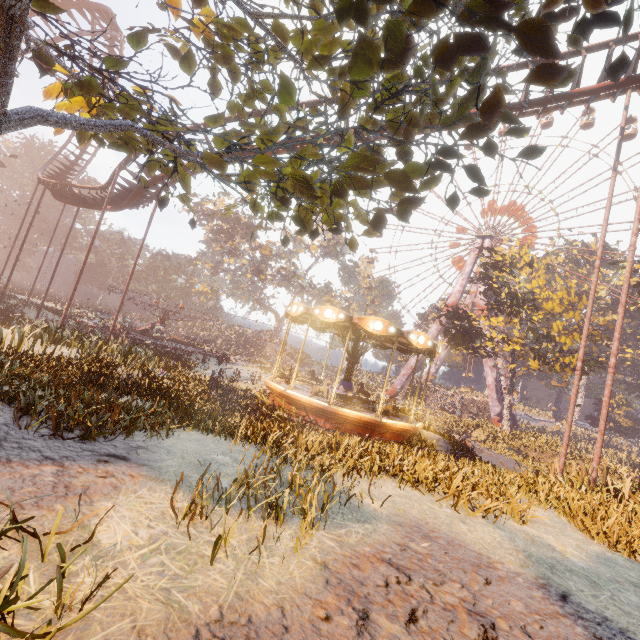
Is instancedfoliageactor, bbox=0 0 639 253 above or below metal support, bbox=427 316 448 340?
below

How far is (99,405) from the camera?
4.77m

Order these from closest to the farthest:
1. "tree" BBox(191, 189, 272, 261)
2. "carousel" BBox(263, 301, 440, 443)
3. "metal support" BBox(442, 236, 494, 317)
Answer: "carousel" BBox(263, 301, 440, 443)
"metal support" BBox(442, 236, 494, 317)
"tree" BBox(191, 189, 272, 261)

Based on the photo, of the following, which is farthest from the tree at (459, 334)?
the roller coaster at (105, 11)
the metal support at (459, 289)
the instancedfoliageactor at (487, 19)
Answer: the roller coaster at (105, 11)

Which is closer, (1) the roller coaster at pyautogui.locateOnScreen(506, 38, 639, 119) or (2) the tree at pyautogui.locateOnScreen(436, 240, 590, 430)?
(1) the roller coaster at pyautogui.locateOnScreen(506, 38, 639, 119)

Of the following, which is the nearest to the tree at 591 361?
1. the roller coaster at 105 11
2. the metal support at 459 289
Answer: the metal support at 459 289

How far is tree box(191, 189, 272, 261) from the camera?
51.9m

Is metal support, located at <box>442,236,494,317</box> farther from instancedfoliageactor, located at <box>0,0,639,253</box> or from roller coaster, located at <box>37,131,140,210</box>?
roller coaster, located at <box>37,131,140,210</box>
